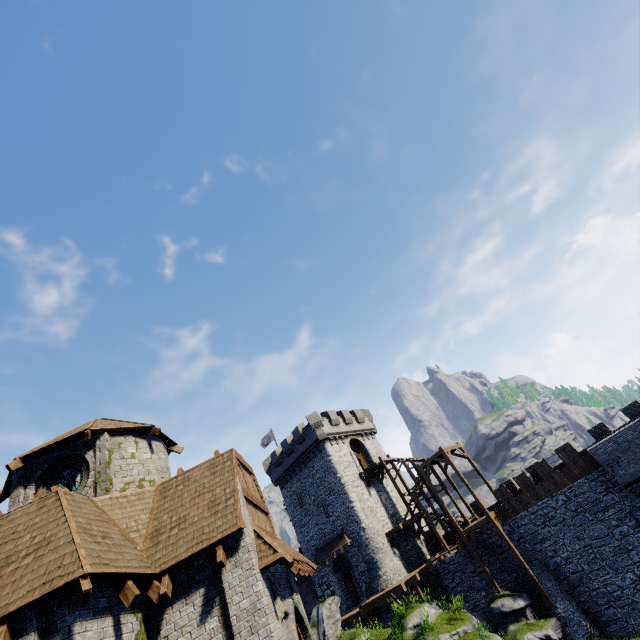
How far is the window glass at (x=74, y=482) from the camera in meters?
11.9

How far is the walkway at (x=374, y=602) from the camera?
24.9 meters

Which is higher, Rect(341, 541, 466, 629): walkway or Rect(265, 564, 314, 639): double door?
Rect(265, 564, 314, 639): double door

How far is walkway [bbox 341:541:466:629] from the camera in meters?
24.9

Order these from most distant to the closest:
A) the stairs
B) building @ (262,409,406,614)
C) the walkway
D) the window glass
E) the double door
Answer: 1. building @ (262,409,406,614)
2. the stairs
3. the walkway
4. the window glass
5. the double door

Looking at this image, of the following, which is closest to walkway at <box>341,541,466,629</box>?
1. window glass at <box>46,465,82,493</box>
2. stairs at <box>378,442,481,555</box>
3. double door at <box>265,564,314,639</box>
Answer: stairs at <box>378,442,481,555</box>

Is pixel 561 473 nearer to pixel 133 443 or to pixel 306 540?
pixel 306 540

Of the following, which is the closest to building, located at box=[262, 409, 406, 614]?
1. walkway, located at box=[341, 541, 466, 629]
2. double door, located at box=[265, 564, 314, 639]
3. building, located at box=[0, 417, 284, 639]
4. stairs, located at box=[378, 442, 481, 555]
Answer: walkway, located at box=[341, 541, 466, 629]
